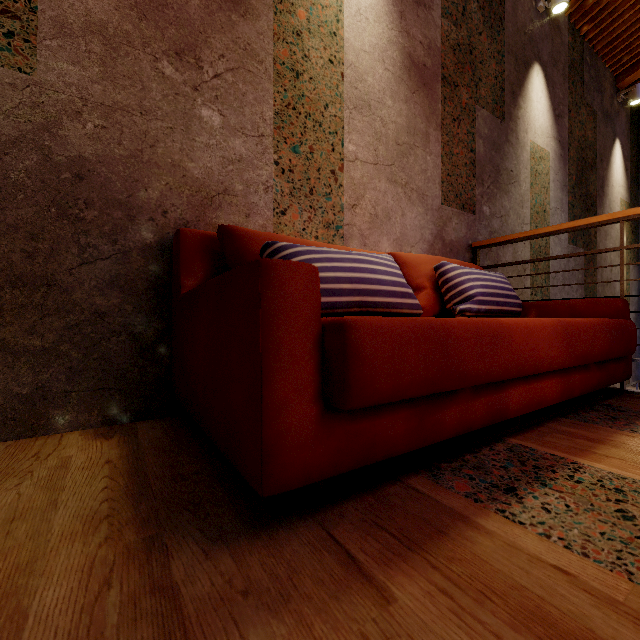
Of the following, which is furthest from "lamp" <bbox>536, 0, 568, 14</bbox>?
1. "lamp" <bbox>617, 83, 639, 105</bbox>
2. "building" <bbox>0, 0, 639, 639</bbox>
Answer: "lamp" <bbox>617, 83, 639, 105</bbox>

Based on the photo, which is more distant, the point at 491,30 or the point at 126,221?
the point at 491,30

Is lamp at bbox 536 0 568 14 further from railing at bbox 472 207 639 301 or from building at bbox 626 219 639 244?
railing at bbox 472 207 639 301

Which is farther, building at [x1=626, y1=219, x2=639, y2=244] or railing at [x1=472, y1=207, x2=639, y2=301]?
building at [x1=626, y1=219, x2=639, y2=244]

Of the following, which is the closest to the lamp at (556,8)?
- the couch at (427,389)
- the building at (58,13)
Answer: the building at (58,13)

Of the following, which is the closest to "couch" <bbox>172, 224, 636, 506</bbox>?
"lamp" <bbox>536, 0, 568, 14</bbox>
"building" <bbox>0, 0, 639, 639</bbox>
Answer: "building" <bbox>0, 0, 639, 639</bbox>

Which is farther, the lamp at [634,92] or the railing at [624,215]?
the lamp at [634,92]

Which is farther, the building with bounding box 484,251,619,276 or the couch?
the building with bounding box 484,251,619,276
